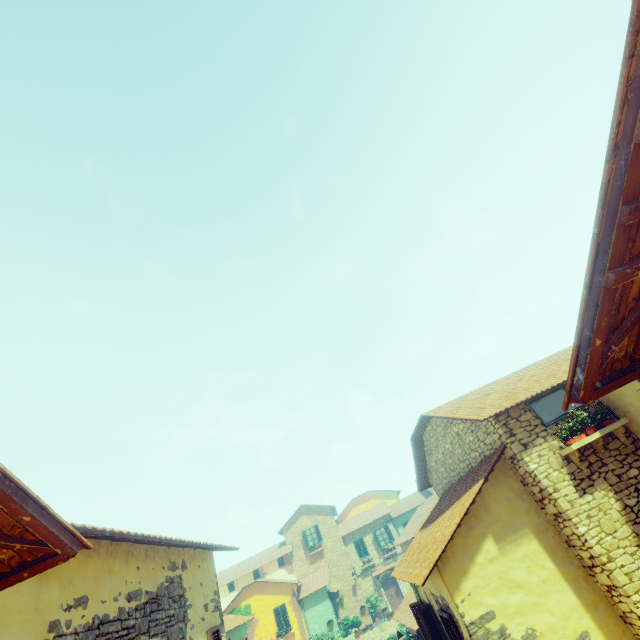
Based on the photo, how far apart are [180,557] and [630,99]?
8.6 meters

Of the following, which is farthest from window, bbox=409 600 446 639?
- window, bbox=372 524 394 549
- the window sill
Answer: window, bbox=372 524 394 549

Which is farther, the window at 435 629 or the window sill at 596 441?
the window at 435 629

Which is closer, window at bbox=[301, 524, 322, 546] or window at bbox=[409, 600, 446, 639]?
window at bbox=[409, 600, 446, 639]

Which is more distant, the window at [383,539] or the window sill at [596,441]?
the window at [383,539]

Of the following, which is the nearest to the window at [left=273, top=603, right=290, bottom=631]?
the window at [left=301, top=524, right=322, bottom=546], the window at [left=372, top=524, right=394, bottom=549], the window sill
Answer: the window at [left=301, top=524, right=322, bottom=546]

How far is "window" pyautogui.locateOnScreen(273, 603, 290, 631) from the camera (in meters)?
26.52
